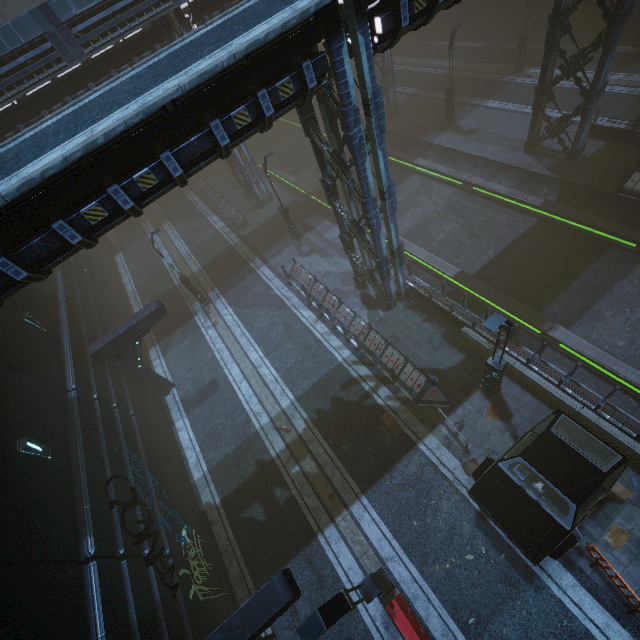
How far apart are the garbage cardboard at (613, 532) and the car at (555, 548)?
1.4 meters

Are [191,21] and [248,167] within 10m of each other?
yes

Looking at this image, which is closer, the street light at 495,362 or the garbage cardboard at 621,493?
the street light at 495,362

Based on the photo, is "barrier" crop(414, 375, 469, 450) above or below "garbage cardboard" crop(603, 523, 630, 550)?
above

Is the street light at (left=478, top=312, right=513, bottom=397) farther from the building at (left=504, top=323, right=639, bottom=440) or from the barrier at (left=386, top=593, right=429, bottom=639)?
the barrier at (left=386, top=593, right=429, bottom=639)

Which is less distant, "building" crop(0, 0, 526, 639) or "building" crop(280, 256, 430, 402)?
"building" crop(0, 0, 526, 639)

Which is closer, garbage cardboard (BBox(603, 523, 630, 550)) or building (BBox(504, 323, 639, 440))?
garbage cardboard (BBox(603, 523, 630, 550))

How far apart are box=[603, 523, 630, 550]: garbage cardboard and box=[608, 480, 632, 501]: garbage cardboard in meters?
0.6
